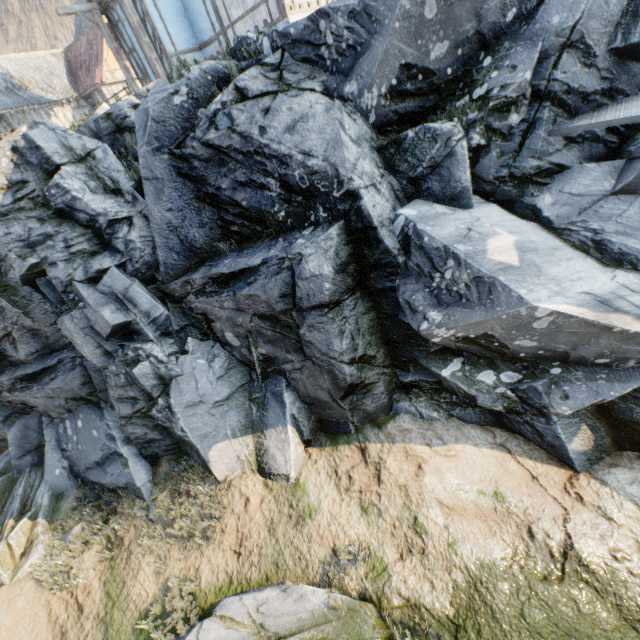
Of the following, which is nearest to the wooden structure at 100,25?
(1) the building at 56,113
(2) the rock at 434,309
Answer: (2) the rock at 434,309

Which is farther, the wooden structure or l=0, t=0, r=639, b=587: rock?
the wooden structure

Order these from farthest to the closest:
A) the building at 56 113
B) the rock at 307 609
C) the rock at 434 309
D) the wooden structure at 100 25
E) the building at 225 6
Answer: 1. the building at 56 113
2. the wooden structure at 100 25
3. the building at 225 6
4. the rock at 434 309
5. the rock at 307 609

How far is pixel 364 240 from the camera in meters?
6.4 m

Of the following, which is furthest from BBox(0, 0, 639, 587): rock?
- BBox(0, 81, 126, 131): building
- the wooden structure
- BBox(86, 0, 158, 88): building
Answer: the wooden structure

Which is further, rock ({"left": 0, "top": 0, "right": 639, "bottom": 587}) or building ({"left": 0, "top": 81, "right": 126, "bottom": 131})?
building ({"left": 0, "top": 81, "right": 126, "bottom": 131})

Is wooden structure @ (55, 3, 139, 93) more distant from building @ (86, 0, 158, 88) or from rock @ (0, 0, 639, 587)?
rock @ (0, 0, 639, 587)
